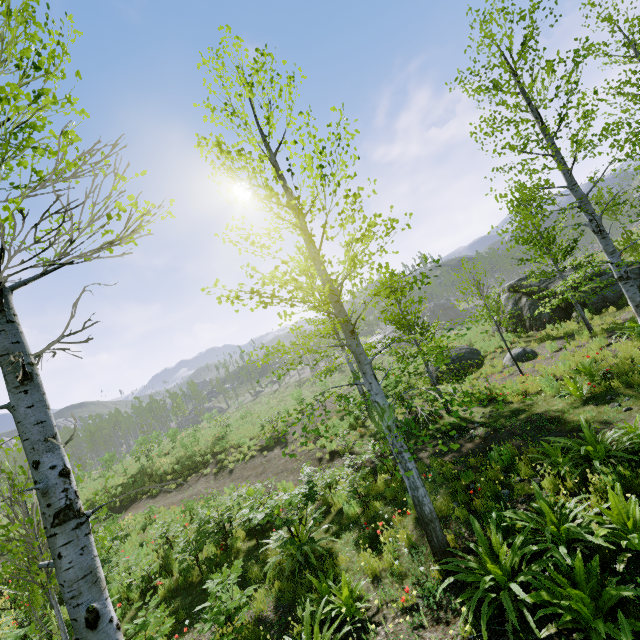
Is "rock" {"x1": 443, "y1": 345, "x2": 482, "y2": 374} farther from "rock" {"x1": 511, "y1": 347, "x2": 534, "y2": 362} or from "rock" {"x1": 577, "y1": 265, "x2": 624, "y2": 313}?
"rock" {"x1": 511, "y1": 347, "x2": 534, "y2": 362}

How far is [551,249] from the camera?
8.75m

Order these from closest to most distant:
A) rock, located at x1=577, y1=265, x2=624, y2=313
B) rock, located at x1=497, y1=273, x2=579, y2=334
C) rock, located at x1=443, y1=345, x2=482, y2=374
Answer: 1. rock, located at x1=577, y1=265, x2=624, y2=313
2. rock, located at x1=497, y1=273, x2=579, y2=334
3. rock, located at x1=443, y1=345, x2=482, y2=374

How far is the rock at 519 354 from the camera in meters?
14.3 m

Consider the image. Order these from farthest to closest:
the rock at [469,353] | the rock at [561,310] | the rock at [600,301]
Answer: the rock at [469,353], the rock at [561,310], the rock at [600,301]

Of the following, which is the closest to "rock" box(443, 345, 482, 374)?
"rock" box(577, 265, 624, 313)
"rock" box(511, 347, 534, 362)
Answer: "rock" box(577, 265, 624, 313)

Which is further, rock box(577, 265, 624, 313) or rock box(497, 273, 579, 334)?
rock box(497, 273, 579, 334)

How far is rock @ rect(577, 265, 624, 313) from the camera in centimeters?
1421cm
